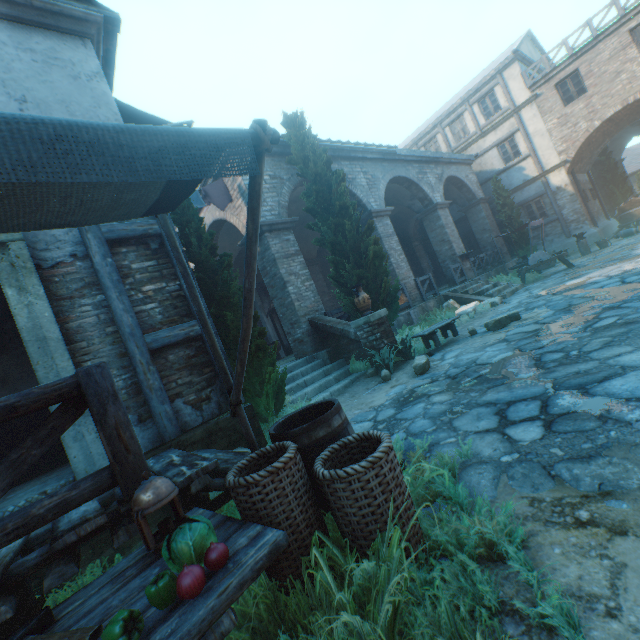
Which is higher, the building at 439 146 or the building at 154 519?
the building at 439 146

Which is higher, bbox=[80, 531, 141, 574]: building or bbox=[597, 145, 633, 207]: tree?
bbox=[597, 145, 633, 207]: tree

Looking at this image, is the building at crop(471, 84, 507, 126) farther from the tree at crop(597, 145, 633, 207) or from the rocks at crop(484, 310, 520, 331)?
the rocks at crop(484, 310, 520, 331)

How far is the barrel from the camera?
2.36m

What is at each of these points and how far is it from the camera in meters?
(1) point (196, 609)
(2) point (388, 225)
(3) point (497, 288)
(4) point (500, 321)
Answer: (1) table, 1.3
(2) building, 12.8
(3) stairs, 12.5
(4) rocks, 7.4

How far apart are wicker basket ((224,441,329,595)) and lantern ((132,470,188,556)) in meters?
0.3 m

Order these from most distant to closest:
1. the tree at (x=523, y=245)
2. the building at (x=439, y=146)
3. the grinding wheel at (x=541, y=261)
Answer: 1. the building at (x=439, y=146)
2. the tree at (x=523, y=245)
3. the grinding wheel at (x=541, y=261)

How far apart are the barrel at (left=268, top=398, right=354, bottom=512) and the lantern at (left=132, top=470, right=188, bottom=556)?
0.72m
